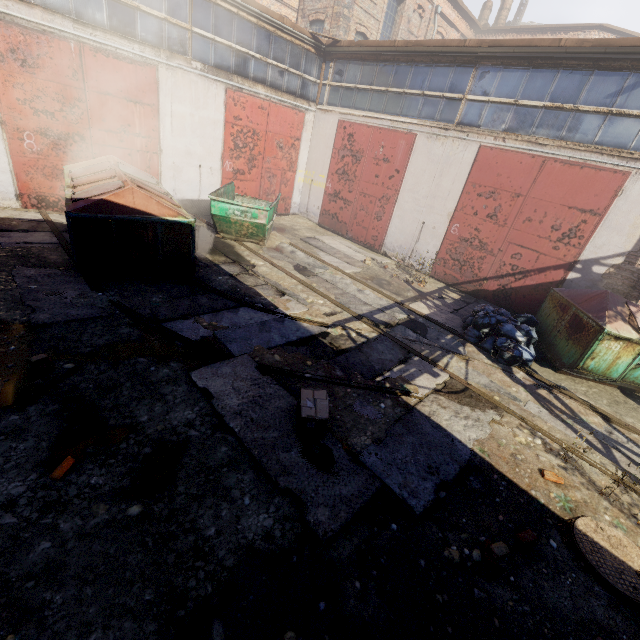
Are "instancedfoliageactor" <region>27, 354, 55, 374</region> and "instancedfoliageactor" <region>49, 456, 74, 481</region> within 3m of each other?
yes

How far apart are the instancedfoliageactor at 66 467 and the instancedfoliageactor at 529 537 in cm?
485

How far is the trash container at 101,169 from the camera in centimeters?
606cm

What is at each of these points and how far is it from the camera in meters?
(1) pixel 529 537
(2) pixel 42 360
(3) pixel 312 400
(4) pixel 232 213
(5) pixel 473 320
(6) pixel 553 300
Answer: (1) instancedfoliageactor, 3.6 m
(2) instancedfoliageactor, 4.2 m
(3) carton, 4.2 m
(4) container, 9.3 m
(5) trash bag, 7.7 m
(6) trash container, 8.1 m

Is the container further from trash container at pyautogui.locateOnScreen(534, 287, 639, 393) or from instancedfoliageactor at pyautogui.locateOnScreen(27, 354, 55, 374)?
trash container at pyautogui.locateOnScreen(534, 287, 639, 393)

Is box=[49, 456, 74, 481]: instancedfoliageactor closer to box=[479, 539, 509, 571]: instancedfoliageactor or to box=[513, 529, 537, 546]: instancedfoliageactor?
box=[479, 539, 509, 571]: instancedfoliageactor

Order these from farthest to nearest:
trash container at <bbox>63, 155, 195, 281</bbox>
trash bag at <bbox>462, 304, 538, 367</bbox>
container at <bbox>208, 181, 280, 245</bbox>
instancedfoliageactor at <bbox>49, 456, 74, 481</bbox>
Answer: container at <bbox>208, 181, 280, 245</bbox>
trash bag at <bbox>462, 304, 538, 367</bbox>
trash container at <bbox>63, 155, 195, 281</bbox>
instancedfoliageactor at <bbox>49, 456, 74, 481</bbox>

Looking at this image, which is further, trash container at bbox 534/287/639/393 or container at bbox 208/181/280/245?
container at bbox 208/181/280/245
